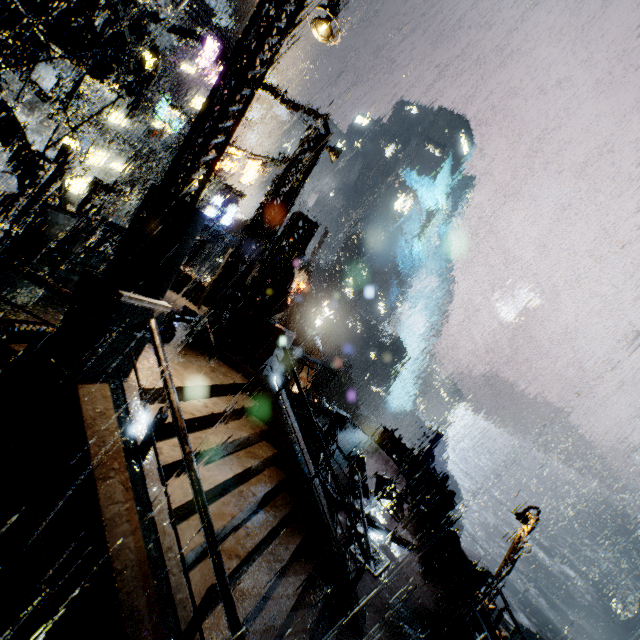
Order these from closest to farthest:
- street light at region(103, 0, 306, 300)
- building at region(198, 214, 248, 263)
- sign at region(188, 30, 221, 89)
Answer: street light at region(103, 0, 306, 300) → sign at region(188, 30, 221, 89) → building at region(198, 214, 248, 263)

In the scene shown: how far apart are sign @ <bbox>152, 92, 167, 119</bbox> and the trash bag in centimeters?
3500cm

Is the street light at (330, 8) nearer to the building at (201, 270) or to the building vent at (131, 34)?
the building at (201, 270)

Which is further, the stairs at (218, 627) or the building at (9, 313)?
the building at (9, 313)

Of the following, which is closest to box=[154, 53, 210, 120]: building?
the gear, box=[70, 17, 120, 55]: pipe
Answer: box=[70, 17, 120, 55]: pipe

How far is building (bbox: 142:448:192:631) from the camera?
4.0 meters

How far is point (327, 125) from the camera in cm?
1427

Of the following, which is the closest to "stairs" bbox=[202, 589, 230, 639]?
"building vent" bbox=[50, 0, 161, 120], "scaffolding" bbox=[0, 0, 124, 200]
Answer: "scaffolding" bbox=[0, 0, 124, 200]
